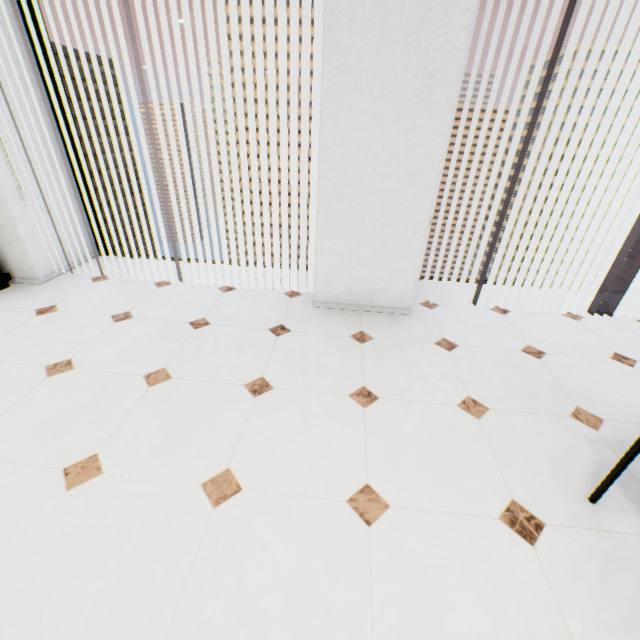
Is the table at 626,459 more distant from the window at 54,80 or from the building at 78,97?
the building at 78,97

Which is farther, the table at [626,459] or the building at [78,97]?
the building at [78,97]

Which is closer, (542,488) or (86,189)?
(542,488)

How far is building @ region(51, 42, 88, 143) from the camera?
54.6 meters

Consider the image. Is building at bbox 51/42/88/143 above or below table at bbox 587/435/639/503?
above

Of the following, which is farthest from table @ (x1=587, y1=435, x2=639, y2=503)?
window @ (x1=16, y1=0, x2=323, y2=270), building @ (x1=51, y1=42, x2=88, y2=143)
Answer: building @ (x1=51, y1=42, x2=88, y2=143)

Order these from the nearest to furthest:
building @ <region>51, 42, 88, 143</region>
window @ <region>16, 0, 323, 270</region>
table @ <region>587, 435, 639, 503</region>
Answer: table @ <region>587, 435, 639, 503</region> → window @ <region>16, 0, 323, 270</region> → building @ <region>51, 42, 88, 143</region>

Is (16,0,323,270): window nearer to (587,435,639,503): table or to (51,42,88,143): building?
(587,435,639,503): table
